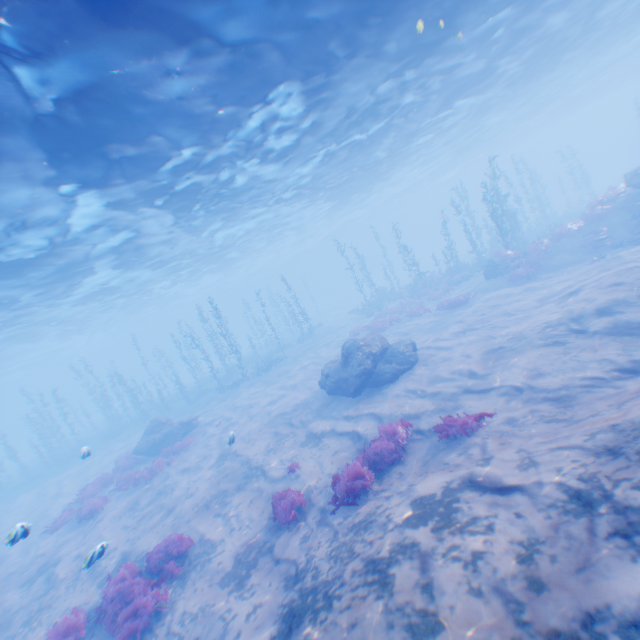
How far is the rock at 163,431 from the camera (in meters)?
20.34

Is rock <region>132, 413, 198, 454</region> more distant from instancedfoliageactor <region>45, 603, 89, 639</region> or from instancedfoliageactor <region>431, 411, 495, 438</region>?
instancedfoliageactor <region>431, 411, 495, 438</region>

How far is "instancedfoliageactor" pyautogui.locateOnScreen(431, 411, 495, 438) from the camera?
8.3m

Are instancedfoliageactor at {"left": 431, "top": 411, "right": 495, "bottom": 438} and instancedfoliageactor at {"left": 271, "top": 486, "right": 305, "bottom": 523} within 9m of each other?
yes

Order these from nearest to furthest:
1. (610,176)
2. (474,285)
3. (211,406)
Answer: (474,285) → (211,406) → (610,176)

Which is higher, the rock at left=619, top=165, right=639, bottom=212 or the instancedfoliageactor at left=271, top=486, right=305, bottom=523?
the rock at left=619, top=165, right=639, bottom=212

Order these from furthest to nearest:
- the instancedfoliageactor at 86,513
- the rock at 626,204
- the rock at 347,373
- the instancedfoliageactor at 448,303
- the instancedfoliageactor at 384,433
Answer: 1. the instancedfoliageactor at 448,303
2. the rock at 626,204
3. the instancedfoliageactor at 86,513
4. the rock at 347,373
5. the instancedfoliageactor at 384,433

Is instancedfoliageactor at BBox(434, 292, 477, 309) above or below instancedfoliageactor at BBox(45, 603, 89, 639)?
above
